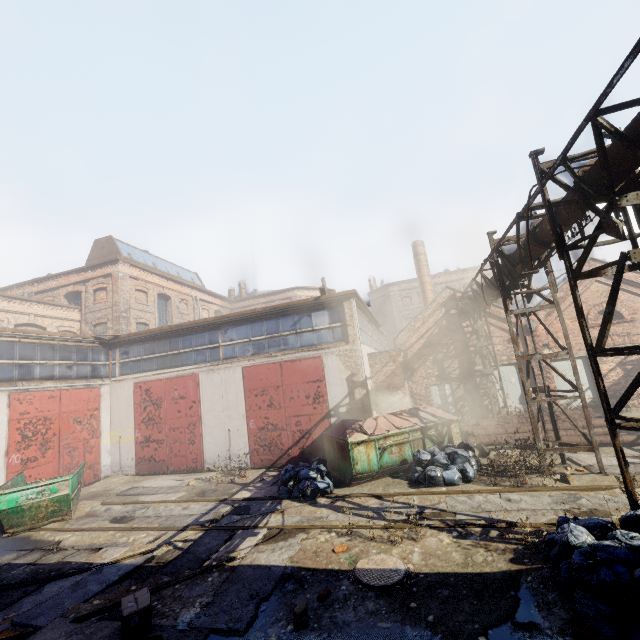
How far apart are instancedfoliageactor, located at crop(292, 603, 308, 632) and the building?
21.9 meters

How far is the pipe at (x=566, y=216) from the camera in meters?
5.8 m

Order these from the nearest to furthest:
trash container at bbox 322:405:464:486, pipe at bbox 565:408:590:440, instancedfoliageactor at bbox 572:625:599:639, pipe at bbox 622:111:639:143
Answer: instancedfoliageactor at bbox 572:625:599:639 → pipe at bbox 622:111:639:143 → trash container at bbox 322:405:464:486 → pipe at bbox 565:408:590:440

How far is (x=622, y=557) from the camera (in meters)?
4.17

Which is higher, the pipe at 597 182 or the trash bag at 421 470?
the pipe at 597 182

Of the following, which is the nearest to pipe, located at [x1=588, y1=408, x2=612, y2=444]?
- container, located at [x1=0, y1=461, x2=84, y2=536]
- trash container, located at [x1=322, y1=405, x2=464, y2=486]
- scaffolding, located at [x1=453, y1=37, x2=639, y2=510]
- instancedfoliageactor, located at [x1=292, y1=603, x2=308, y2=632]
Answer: trash container, located at [x1=322, y1=405, x2=464, y2=486]

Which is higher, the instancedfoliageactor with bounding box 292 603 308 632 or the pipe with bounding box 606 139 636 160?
the pipe with bounding box 606 139 636 160

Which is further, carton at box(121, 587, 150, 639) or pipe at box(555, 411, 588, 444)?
pipe at box(555, 411, 588, 444)
